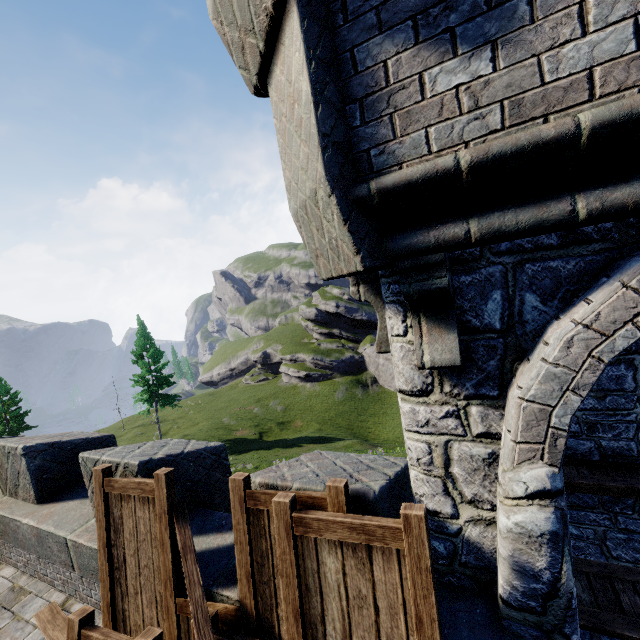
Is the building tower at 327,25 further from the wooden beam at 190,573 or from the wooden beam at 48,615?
the wooden beam at 48,615

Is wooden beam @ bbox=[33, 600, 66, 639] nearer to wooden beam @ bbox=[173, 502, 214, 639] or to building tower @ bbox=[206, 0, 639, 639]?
wooden beam @ bbox=[173, 502, 214, 639]

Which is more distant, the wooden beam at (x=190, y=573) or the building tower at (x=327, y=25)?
the wooden beam at (x=190, y=573)

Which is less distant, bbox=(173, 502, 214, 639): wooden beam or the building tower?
the building tower

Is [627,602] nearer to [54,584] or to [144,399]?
[54,584]

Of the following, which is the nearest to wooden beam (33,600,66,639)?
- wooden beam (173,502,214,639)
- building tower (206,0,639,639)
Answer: wooden beam (173,502,214,639)
